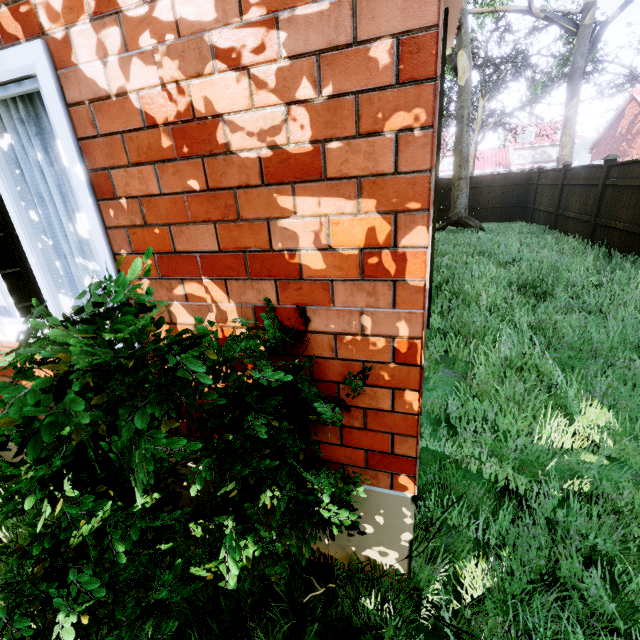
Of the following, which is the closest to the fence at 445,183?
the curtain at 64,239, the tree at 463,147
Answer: the tree at 463,147

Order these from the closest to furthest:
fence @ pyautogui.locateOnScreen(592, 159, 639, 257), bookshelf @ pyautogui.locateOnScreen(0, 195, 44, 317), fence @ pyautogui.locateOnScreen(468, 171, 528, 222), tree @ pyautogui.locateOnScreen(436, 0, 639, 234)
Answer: bookshelf @ pyautogui.locateOnScreen(0, 195, 44, 317) → fence @ pyautogui.locateOnScreen(592, 159, 639, 257) → tree @ pyautogui.locateOnScreen(436, 0, 639, 234) → fence @ pyautogui.locateOnScreen(468, 171, 528, 222)

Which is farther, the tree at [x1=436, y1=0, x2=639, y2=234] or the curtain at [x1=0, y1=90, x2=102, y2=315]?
the tree at [x1=436, y1=0, x2=639, y2=234]

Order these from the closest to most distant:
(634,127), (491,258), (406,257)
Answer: (406,257), (491,258), (634,127)

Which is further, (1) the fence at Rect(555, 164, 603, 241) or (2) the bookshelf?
(1) the fence at Rect(555, 164, 603, 241)

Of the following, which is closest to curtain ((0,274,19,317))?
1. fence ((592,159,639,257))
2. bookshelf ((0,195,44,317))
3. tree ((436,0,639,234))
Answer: bookshelf ((0,195,44,317))

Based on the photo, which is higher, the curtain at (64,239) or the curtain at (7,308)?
the curtain at (64,239)

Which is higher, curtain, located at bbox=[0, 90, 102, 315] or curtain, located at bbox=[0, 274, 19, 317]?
curtain, located at bbox=[0, 90, 102, 315]
